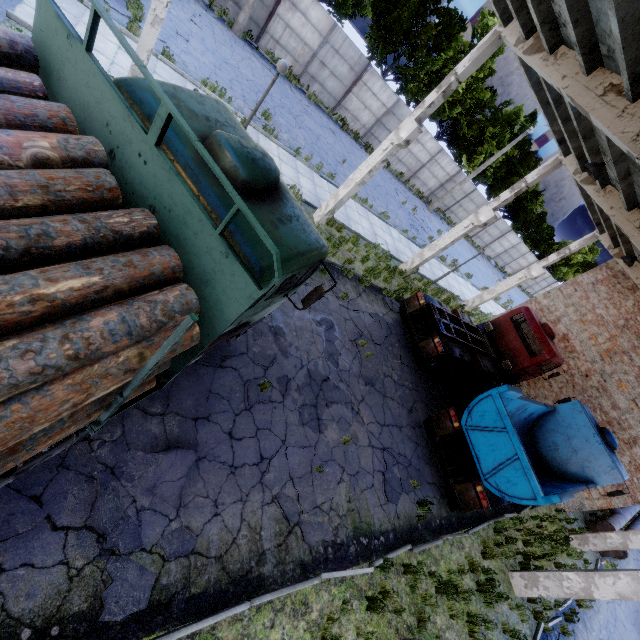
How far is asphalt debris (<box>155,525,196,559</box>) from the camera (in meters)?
4.71

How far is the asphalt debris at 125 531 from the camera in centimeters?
434cm

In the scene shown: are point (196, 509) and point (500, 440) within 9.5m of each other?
yes

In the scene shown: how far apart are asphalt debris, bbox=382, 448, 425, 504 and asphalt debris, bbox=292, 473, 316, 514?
1.7 meters

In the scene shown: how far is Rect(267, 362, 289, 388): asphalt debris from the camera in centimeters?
763cm

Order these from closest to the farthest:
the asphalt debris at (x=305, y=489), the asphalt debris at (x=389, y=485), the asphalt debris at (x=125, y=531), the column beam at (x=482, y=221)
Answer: the asphalt debris at (x=125, y=531) < the asphalt debris at (x=305, y=489) < the asphalt debris at (x=389, y=485) < the column beam at (x=482, y=221)

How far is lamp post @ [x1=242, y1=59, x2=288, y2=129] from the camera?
8.6 meters

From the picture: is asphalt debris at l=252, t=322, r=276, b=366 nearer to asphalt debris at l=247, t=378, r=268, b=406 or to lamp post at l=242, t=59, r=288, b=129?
asphalt debris at l=247, t=378, r=268, b=406
